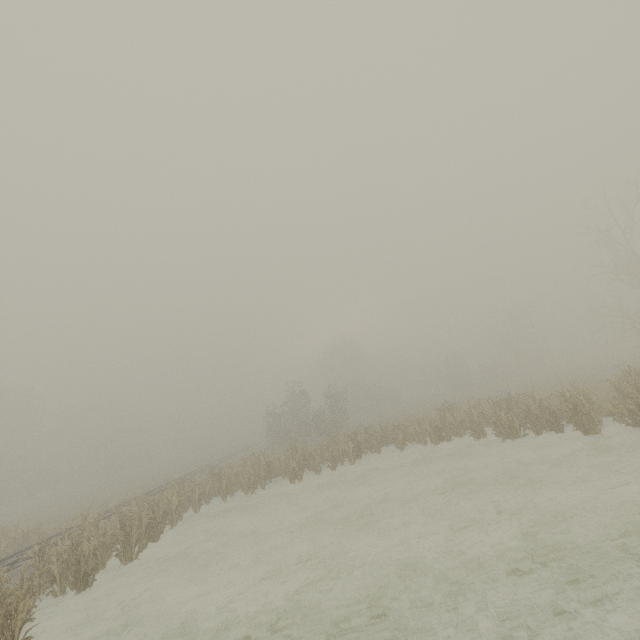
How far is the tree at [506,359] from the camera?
45.7m

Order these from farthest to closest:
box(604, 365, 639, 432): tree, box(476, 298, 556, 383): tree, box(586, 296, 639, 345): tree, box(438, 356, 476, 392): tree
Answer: box(438, 356, 476, 392): tree, box(476, 298, 556, 383): tree, box(586, 296, 639, 345): tree, box(604, 365, 639, 432): tree

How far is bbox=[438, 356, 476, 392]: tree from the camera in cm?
5297

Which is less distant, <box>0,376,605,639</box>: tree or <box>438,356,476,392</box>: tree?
<box>0,376,605,639</box>: tree

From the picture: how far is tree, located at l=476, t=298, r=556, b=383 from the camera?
45.66m

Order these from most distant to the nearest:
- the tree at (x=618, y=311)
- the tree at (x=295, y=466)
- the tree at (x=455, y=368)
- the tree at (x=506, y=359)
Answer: the tree at (x=455, y=368) < the tree at (x=506, y=359) < the tree at (x=618, y=311) < the tree at (x=295, y=466)

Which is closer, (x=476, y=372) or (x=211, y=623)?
(x=211, y=623)

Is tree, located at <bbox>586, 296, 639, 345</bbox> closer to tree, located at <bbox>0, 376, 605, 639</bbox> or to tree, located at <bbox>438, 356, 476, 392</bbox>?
tree, located at <bbox>438, 356, 476, 392</bbox>
